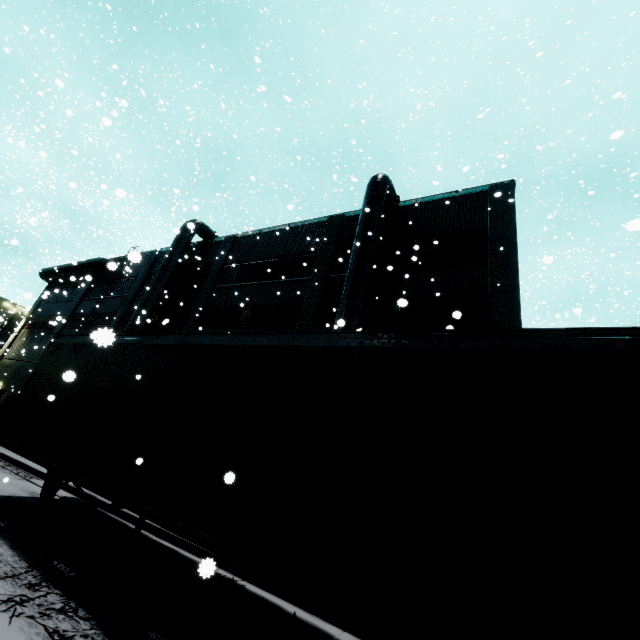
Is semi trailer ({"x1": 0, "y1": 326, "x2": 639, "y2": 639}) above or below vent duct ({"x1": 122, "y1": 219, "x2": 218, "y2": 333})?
below

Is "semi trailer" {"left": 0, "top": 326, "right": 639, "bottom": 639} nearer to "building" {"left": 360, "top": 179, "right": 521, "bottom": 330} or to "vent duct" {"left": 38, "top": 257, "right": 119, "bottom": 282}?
"building" {"left": 360, "top": 179, "right": 521, "bottom": 330}

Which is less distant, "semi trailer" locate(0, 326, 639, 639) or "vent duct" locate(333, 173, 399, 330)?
"semi trailer" locate(0, 326, 639, 639)

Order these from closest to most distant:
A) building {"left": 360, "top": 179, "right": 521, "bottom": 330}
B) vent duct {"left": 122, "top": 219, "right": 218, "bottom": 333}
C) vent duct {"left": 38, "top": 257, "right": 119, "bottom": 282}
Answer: building {"left": 360, "top": 179, "right": 521, "bottom": 330}, vent duct {"left": 122, "top": 219, "right": 218, "bottom": 333}, vent duct {"left": 38, "top": 257, "right": 119, "bottom": 282}

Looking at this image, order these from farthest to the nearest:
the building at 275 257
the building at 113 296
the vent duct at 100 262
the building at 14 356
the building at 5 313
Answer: the building at 5 313, the building at 14 356, the building at 113 296, the vent duct at 100 262, the building at 275 257

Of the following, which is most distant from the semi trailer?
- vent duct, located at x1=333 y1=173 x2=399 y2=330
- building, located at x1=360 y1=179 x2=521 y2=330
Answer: vent duct, located at x1=333 y1=173 x2=399 y2=330

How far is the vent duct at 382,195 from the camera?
12.0m

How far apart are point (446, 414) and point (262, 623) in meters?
4.7
